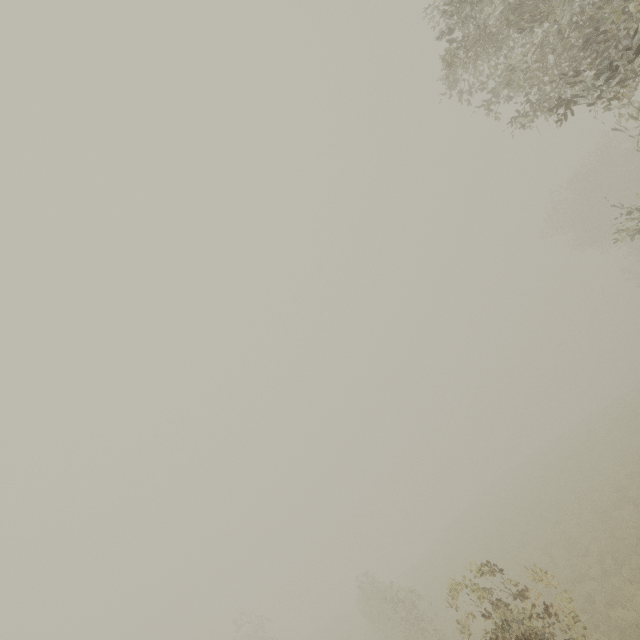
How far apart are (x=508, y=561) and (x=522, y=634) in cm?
1871
